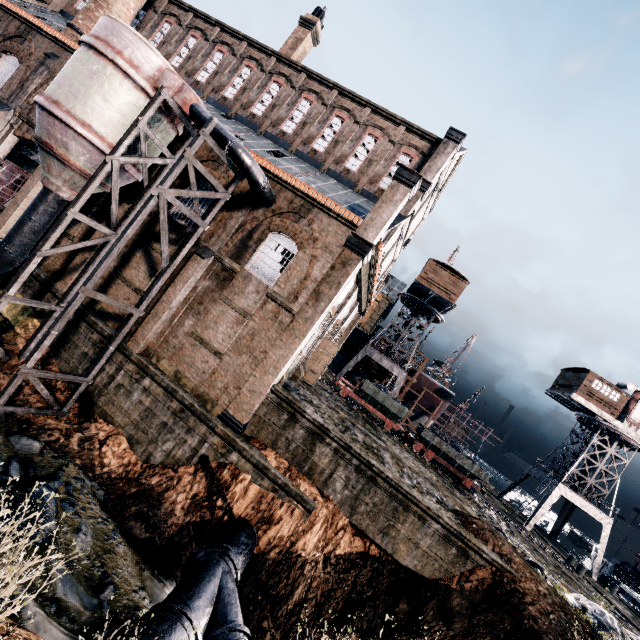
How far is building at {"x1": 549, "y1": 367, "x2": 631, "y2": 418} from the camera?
33.1m

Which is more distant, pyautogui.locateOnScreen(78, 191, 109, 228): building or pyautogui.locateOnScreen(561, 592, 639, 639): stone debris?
pyautogui.locateOnScreen(78, 191, 109, 228): building

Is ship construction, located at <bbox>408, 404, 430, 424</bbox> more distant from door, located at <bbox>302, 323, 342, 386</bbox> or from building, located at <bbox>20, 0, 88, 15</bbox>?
door, located at <bbox>302, 323, 342, 386</bbox>

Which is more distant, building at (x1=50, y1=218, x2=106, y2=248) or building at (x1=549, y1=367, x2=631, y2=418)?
building at (x1=549, y1=367, x2=631, y2=418)

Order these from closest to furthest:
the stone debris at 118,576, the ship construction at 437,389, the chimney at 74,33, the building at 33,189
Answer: the stone debris at 118,576
the building at 33,189
the chimney at 74,33
the ship construction at 437,389

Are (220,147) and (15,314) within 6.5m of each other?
no

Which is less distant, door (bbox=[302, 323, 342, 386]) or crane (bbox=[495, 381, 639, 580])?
door (bbox=[302, 323, 342, 386])

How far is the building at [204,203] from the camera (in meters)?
18.42
